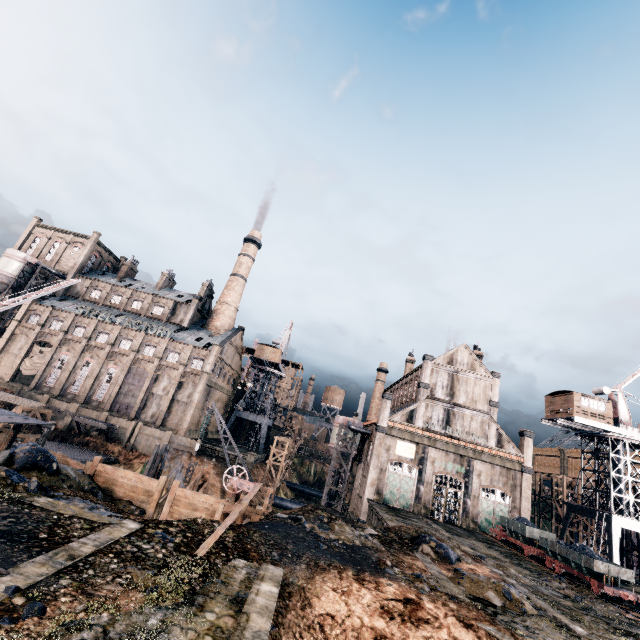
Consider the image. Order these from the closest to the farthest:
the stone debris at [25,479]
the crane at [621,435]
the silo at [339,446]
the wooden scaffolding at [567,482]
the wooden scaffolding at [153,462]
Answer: the stone debris at [25,479], the crane at [621,435], the wooden scaffolding at [153,462], the silo at [339,446], the wooden scaffolding at [567,482]

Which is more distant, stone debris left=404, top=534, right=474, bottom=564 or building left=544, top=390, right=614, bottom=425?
building left=544, top=390, right=614, bottom=425

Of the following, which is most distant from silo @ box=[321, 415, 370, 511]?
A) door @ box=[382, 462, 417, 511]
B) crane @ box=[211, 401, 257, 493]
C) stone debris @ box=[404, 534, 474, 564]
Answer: stone debris @ box=[404, 534, 474, 564]

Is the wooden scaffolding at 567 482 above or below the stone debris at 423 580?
above

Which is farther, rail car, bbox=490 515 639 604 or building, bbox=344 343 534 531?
building, bbox=344 343 534 531

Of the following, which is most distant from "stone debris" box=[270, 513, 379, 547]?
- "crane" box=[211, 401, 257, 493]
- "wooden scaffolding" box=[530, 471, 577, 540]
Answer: "wooden scaffolding" box=[530, 471, 577, 540]

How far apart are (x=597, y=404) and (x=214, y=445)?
53.6m

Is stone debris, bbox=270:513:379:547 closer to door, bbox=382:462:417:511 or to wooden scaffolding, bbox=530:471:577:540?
door, bbox=382:462:417:511
